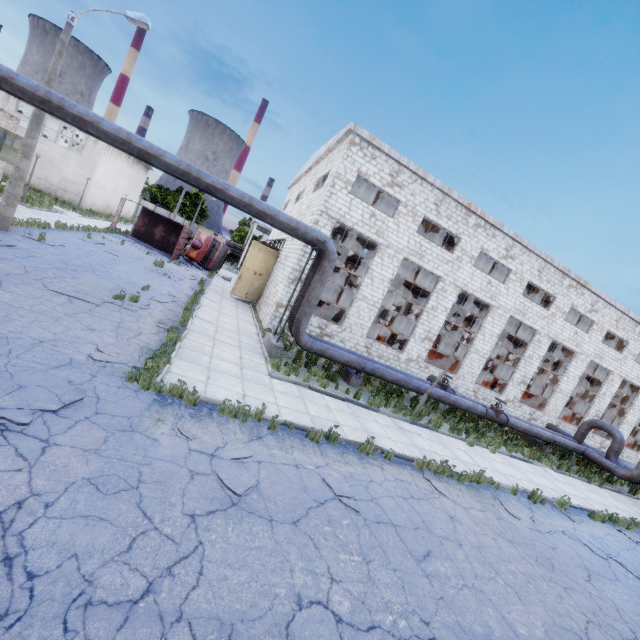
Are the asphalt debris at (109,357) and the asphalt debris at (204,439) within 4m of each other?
yes

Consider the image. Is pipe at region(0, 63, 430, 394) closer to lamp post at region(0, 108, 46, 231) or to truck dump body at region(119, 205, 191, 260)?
lamp post at region(0, 108, 46, 231)

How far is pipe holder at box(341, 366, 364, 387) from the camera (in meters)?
14.16

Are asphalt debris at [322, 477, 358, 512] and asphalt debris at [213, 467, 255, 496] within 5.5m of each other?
yes

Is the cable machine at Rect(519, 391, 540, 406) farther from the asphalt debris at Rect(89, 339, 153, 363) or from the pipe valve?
the asphalt debris at Rect(89, 339, 153, 363)

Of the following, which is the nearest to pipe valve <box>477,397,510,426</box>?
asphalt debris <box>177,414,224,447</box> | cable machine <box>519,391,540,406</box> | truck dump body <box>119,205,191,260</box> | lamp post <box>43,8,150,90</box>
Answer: cable machine <box>519,391,540,406</box>

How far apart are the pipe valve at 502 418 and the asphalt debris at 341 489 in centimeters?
1271cm

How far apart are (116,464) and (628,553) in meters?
14.6 m
